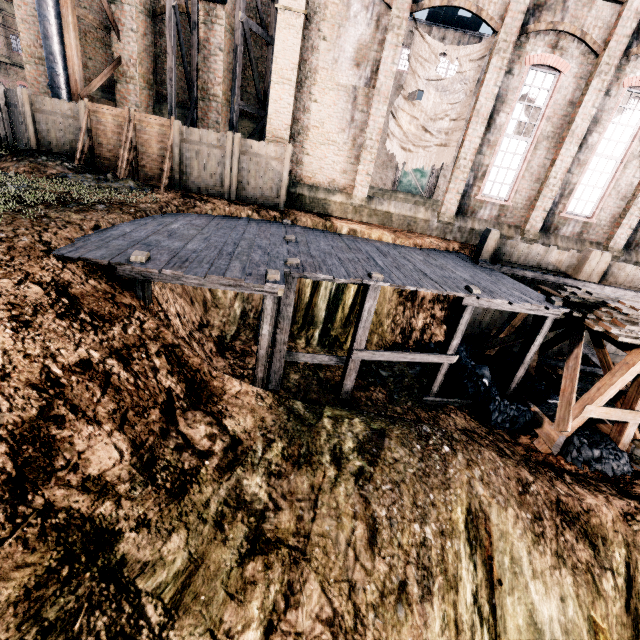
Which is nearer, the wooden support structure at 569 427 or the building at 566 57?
the wooden support structure at 569 427

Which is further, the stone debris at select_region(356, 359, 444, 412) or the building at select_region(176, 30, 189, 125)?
the building at select_region(176, 30, 189, 125)

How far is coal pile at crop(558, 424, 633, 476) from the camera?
9.75m

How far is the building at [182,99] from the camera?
18.07m

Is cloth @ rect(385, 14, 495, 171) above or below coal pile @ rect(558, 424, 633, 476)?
above

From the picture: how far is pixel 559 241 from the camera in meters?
16.8

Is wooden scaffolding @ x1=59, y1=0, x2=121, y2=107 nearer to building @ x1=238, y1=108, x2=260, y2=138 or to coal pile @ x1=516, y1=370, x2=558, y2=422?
building @ x1=238, y1=108, x2=260, y2=138

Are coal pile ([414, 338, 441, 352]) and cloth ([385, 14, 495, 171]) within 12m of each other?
yes
